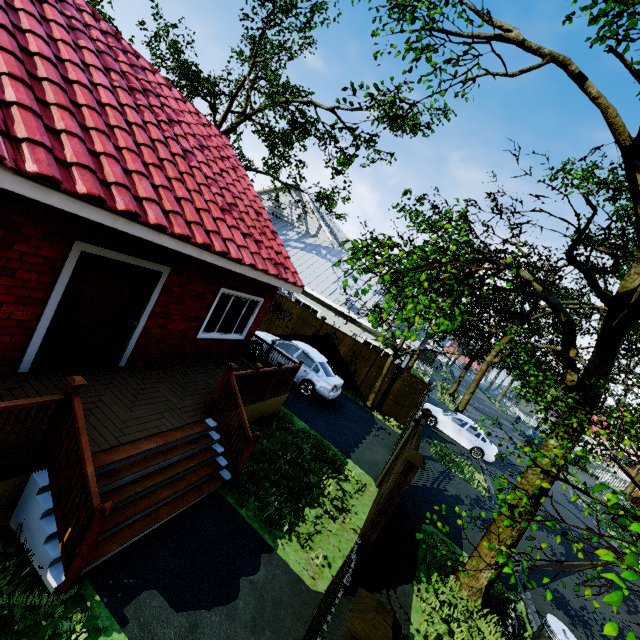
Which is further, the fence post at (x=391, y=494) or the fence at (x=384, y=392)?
the fence at (x=384, y=392)

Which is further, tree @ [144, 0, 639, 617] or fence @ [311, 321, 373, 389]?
fence @ [311, 321, 373, 389]

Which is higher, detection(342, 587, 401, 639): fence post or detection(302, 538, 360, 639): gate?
detection(342, 587, 401, 639): fence post

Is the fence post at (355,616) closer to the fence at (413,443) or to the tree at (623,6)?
the tree at (623,6)

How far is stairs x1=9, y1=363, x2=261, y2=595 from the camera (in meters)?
3.41

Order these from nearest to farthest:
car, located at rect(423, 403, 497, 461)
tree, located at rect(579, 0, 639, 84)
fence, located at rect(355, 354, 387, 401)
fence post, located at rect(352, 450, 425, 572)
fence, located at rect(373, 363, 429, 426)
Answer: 1. tree, located at rect(579, 0, 639, 84)
2. fence post, located at rect(352, 450, 425, 572)
3. fence, located at rect(373, 363, 429, 426)
4. fence, located at rect(355, 354, 387, 401)
5. car, located at rect(423, 403, 497, 461)

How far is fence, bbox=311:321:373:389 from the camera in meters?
16.1

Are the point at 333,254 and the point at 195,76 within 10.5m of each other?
no
